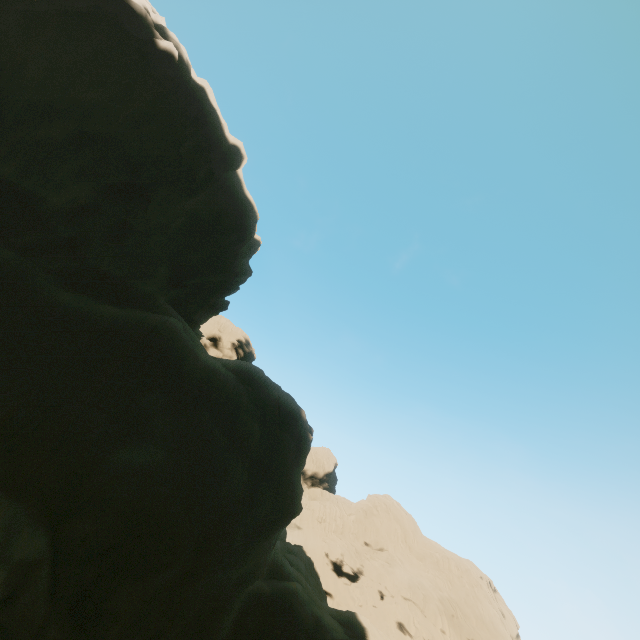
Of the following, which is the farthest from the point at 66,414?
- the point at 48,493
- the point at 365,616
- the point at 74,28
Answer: the point at 365,616
